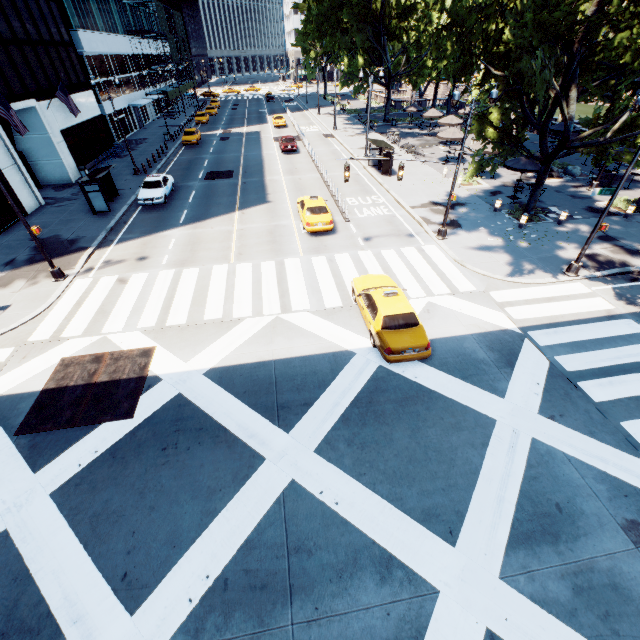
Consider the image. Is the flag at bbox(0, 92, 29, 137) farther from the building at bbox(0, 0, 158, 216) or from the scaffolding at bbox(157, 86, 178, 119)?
the scaffolding at bbox(157, 86, 178, 119)

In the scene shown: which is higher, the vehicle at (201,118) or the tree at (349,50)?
the tree at (349,50)

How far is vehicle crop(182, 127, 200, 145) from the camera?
39.59m

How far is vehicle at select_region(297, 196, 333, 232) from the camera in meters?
19.4 m

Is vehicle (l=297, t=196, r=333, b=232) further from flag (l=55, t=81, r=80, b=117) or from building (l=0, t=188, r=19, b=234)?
flag (l=55, t=81, r=80, b=117)

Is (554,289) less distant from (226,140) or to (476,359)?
→ (476,359)

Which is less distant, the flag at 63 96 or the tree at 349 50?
the tree at 349 50

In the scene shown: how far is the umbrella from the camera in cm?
2183
